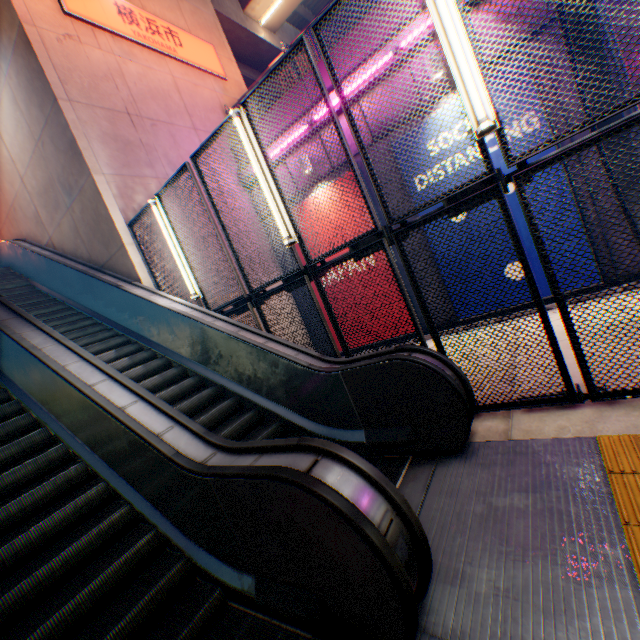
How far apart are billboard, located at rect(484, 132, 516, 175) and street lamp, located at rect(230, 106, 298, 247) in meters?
3.9 m

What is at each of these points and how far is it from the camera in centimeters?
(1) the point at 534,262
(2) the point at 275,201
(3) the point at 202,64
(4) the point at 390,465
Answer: (1) billboard, 638cm
(2) street lamp, 445cm
(3) sign, 955cm
(4) steps, 363cm

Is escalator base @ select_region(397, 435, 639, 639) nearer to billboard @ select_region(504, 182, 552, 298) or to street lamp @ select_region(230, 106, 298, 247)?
street lamp @ select_region(230, 106, 298, 247)

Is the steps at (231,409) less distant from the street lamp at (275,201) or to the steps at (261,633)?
the steps at (261,633)

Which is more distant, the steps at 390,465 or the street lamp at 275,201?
the street lamp at 275,201

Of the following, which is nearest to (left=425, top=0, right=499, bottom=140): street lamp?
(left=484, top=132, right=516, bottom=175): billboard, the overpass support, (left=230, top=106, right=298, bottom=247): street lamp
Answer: (left=230, top=106, right=298, bottom=247): street lamp

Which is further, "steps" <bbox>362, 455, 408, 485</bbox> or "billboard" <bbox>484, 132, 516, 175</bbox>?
"billboard" <bbox>484, 132, 516, 175</bbox>

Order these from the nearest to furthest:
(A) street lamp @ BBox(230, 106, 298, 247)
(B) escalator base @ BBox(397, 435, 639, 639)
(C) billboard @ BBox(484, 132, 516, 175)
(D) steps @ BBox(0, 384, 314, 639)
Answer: (B) escalator base @ BBox(397, 435, 639, 639) < (D) steps @ BBox(0, 384, 314, 639) < (A) street lamp @ BBox(230, 106, 298, 247) < (C) billboard @ BBox(484, 132, 516, 175)
